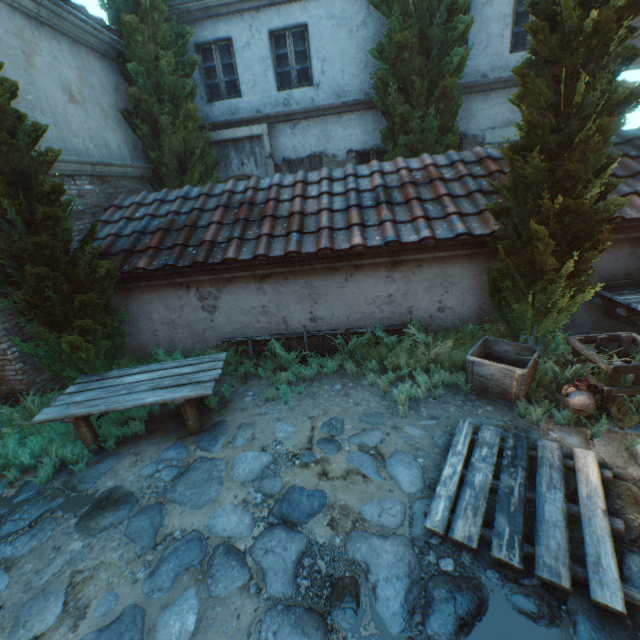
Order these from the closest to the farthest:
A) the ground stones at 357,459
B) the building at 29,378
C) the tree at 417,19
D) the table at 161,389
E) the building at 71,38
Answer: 1. the ground stones at 357,459
2. the table at 161,389
3. the building at 29,378
4. the building at 71,38
5. the tree at 417,19

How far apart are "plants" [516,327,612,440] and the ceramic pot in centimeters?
15cm

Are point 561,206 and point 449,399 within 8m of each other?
yes

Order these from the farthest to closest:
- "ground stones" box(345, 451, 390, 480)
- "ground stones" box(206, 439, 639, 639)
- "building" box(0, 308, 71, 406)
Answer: "building" box(0, 308, 71, 406), "ground stones" box(345, 451, 390, 480), "ground stones" box(206, 439, 639, 639)

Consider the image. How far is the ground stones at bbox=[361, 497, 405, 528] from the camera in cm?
301

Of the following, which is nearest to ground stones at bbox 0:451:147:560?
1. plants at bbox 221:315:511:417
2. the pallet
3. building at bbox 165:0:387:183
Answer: the pallet

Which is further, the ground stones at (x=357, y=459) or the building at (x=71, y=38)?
the building at (x=71, y=38)
